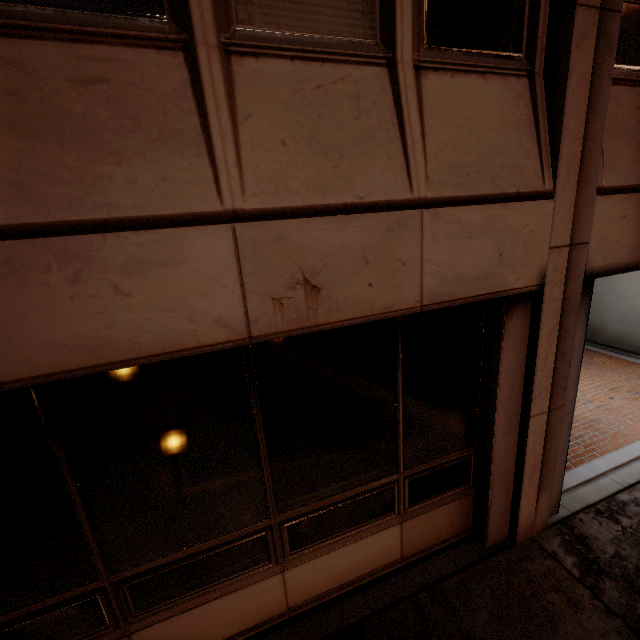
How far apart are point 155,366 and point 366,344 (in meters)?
1.63
